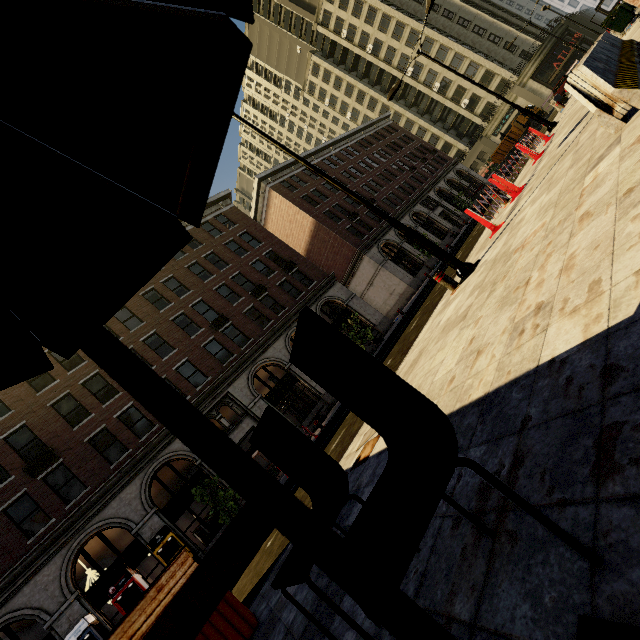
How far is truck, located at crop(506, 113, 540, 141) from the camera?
46.0 meters

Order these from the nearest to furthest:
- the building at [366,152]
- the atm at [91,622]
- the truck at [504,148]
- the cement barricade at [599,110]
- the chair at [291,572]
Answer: the chair at [291,572]
the cement barricade at [599,110]
the atm at [91,622]
the building at [366,152]
the truck at [504,148]

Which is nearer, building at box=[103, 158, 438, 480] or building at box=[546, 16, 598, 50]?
building at box=[103, 158, 438, 480]

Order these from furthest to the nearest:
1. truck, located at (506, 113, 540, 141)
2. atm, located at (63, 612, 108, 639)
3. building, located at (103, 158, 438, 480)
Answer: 1. truck, located at (506, 113, 540, 141)
2. building, located at (103, 158, 438, 480)
3. atm, located at (63, 612, 108, 639)

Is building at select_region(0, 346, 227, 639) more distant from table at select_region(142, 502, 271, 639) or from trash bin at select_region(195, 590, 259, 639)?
table at select_region(142, 502, 271, 639)

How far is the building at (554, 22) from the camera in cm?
4509

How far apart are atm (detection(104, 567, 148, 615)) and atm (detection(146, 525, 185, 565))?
0.91m

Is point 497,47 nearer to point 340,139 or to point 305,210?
point 340,139
